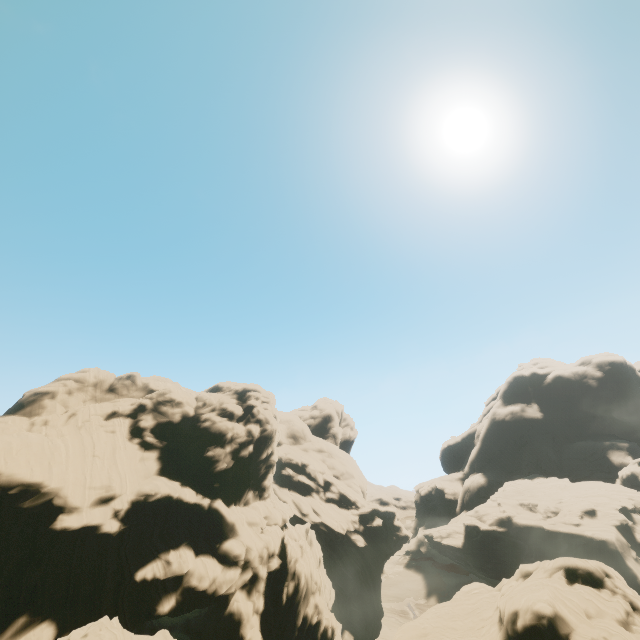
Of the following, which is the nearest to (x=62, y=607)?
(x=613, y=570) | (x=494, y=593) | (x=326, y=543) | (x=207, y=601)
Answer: (x=207, y=601)
